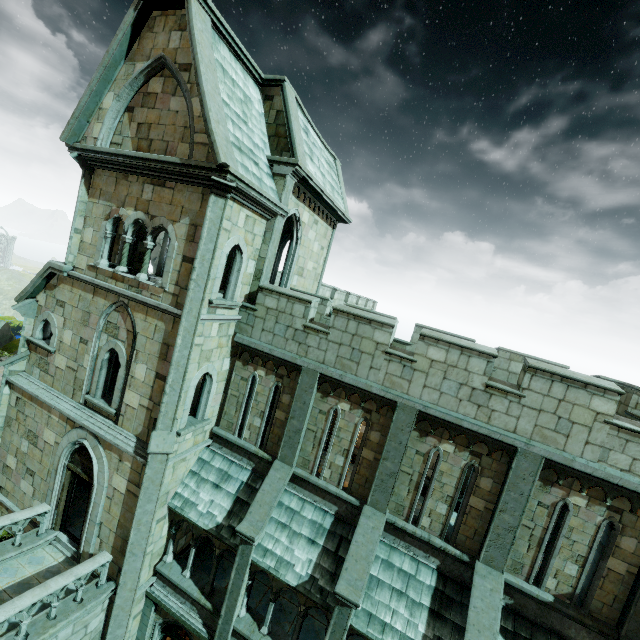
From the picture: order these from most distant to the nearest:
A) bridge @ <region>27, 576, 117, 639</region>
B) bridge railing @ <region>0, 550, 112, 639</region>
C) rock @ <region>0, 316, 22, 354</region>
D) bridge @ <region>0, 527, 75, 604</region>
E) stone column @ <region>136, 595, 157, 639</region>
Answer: rock @ <region>0, 316, 22, 354</region>
stone column @ <region>136, 595, 157, 639</region>
bridge @ <region>0, 527, 75, 604</region>
bridge @ <region>27, 576, 117, 639</region>
bridge railing @ <region>0, 550, 112, 639</region>

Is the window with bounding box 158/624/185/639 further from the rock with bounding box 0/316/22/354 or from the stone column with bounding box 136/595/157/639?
the rock with bounding box 0/316/22/354

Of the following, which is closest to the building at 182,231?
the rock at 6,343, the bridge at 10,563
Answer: the bridge at 10,563

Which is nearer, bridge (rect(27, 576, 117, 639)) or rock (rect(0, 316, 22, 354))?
bridge (rect(27, 576, 117, 639))

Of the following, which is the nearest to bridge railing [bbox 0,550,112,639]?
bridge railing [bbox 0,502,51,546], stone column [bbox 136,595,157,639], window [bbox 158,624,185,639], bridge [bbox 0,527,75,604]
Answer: bridge [bbox 0,527,75,604]

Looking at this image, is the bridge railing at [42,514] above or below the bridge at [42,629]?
above

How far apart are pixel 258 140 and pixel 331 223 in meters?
6.3

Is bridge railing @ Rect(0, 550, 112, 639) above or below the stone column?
above
